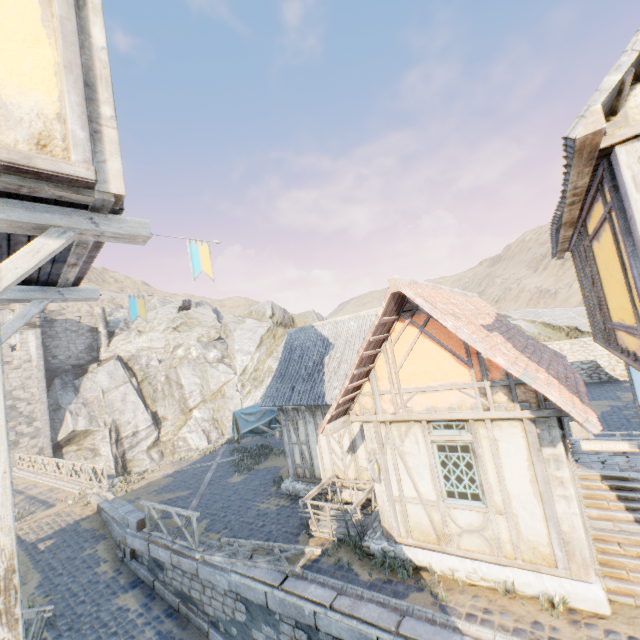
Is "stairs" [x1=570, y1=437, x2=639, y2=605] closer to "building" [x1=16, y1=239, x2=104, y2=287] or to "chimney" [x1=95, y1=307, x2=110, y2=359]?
"building" [x1=16, y1=239, x2=104, y2=287]

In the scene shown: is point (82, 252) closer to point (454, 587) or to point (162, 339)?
point (454, 587)

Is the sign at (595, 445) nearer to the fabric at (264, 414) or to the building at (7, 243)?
the building at (7, 243)

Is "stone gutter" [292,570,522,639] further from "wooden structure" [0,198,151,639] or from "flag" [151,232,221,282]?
"flag" [151,232,221,282]

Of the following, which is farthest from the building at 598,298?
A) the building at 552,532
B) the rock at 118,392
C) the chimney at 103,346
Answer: the chimney at 103,346

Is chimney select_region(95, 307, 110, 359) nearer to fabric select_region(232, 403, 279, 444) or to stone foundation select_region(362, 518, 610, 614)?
fabric select_region(232, 403, 279, 444)

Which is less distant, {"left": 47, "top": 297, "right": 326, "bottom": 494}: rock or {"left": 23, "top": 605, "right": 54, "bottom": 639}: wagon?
{"left": 23, "top": 605, "right": 54, "bottom": 639}: wagon

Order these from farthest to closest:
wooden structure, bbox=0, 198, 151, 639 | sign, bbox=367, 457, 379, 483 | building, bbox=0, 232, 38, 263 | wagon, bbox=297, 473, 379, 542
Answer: wagon, bbox=297, 473, 379, 542 < sign, bbox=367, 457, 379, 483 < building, bbox=0, 232, 38, 263 < wooden structure, bbox=0, 198, 151, 639
